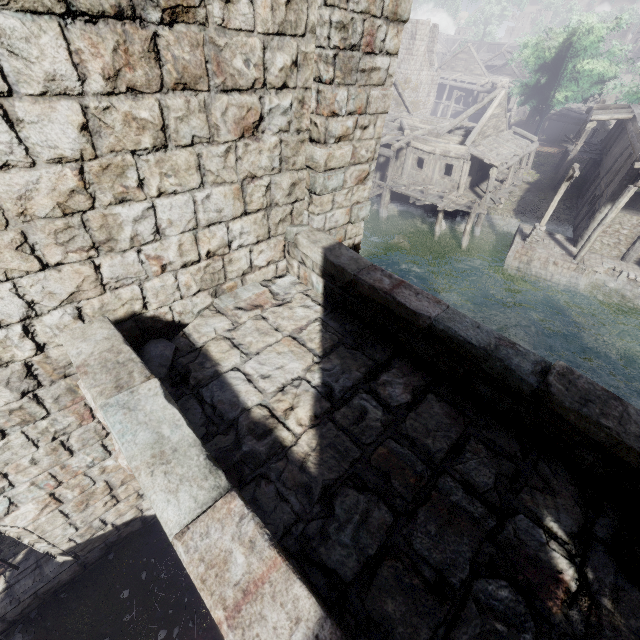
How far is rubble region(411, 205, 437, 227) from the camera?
25.53m

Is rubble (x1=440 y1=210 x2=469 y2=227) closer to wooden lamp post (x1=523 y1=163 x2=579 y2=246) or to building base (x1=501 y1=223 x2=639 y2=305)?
building base (x1=501 y1=223 x2=639 y2=305)

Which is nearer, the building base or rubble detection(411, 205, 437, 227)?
the building base

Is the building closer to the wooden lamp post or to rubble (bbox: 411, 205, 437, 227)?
rubble (bbox: 411, 205, 437, 227)

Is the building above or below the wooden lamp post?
above

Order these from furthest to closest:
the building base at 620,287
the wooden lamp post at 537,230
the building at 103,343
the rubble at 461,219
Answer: the rubble at 461,219 < the building base at 620,287 < the wooden lamp post at 537,230 < the building at 103,343

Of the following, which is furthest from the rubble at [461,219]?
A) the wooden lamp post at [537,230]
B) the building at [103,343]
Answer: the wooden lamp post at [537,230]

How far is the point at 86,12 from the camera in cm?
242
